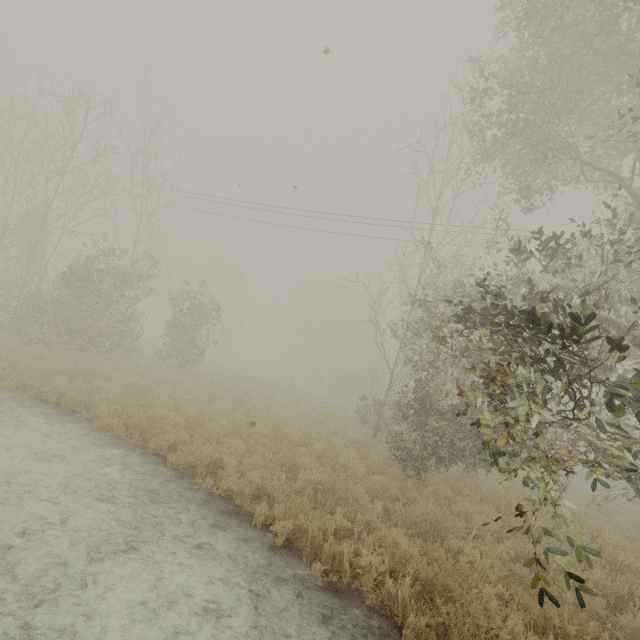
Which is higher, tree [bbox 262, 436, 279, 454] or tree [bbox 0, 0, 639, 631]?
tree [bbox 0, 0, 639, 631]

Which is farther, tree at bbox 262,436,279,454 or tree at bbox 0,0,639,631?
tree at bbox 262,436,279,454

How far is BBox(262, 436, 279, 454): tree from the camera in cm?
870

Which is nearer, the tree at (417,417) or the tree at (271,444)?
the tree at (417,417)

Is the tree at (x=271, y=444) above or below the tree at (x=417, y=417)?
below

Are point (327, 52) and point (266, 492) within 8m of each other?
yes
